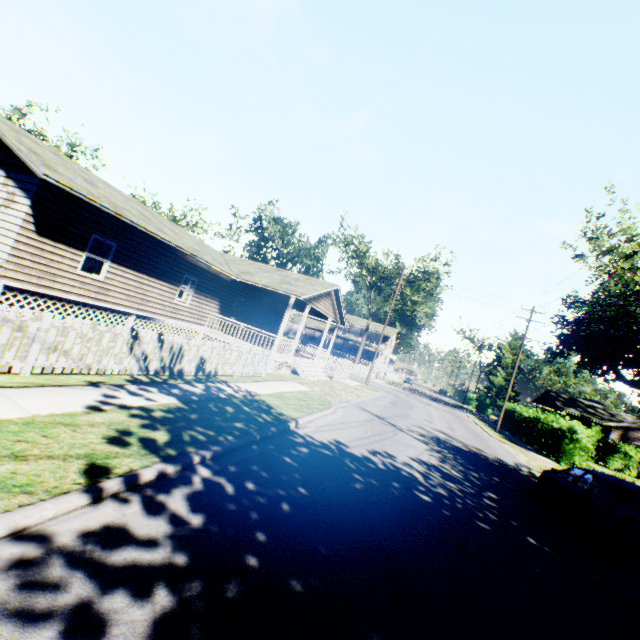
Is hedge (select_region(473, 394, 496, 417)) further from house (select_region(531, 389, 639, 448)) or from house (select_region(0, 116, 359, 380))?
house (select_region(0, 116, 359, 380))

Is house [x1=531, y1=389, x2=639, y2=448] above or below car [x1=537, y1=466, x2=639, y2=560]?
above

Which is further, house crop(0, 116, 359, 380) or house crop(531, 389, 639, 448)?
house crop(531, 389, 639, 448)

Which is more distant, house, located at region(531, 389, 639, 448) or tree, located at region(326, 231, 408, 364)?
tree, located at region(326, 231, 408, 364)

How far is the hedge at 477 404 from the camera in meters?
50.8

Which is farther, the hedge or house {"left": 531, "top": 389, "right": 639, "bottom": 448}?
the hedge

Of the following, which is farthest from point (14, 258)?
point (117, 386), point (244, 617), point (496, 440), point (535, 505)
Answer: point (496, 440)

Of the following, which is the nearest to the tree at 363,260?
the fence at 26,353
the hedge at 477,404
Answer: the hedge at 477,404
